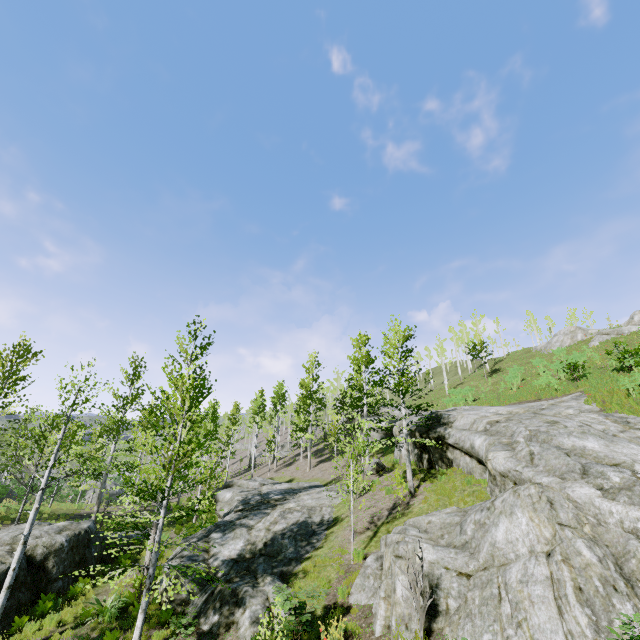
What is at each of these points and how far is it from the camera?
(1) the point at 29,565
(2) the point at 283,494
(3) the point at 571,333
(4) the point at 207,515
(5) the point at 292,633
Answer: (1) rock, 12.3 meters
(2) rock, 20.5 meters
(3) rock, 38.8 meters
(4) instancedfoliageactor, 20.1 meters
(5) instancedfoliageactor, 9.4 meters

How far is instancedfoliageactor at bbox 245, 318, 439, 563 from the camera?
15.7 meters

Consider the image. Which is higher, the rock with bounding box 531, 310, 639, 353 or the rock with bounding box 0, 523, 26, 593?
the rock with bounding box 531, 310, 639, 353

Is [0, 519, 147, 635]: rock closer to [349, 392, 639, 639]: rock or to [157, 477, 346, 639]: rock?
[157, 477, 346, 639]: rock

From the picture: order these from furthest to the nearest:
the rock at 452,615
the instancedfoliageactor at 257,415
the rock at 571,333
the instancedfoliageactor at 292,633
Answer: the rock at 571,333 → the instancedfoliageactor at 257,415 → the instancedfoliageactor at 292,633 → the rock at 452,615

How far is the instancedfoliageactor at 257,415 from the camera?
15.7m

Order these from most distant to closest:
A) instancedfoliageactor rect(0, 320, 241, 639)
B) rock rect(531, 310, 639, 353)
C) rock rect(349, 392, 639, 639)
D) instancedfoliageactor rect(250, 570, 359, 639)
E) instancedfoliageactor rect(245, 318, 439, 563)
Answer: rock rect(531, 310, 639, 353), instancedfoliageactor rect(245, 318, 439, 563), instancedfoliageactor rect(0, 320, 241, 639), instancedfoliageactor rect(250, 570, 359, 639), rock rect(349, 392, 639, 639)

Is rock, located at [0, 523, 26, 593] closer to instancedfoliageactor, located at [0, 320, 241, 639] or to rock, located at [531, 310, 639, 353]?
instancedfoliageactor, located at [0, 320, 241, 639]
